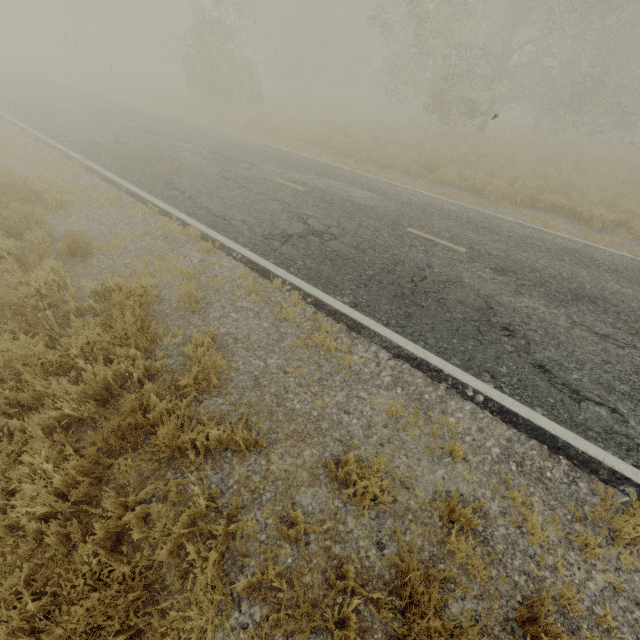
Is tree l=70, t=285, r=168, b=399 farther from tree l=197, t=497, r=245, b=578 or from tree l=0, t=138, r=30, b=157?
tree l=0, t=138, r=30, b=157

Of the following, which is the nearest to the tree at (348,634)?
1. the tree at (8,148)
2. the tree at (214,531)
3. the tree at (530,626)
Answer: the tree at (214,531)

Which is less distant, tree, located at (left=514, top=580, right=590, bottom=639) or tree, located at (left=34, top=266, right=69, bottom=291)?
tree, located at (left=514, top=580, right=590, bottom=639)

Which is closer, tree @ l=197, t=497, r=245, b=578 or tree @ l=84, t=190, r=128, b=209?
tree @ l=197, t=497, r=245, b=578

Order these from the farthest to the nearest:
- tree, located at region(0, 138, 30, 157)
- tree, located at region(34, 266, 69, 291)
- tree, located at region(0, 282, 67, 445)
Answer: tree, located at region(0, 138, 30, 157)
tree, located at region(34, 266, 69, 291)
tree, located at region(0, 282, 67, 445)

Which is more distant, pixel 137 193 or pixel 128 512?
pixel 137 193

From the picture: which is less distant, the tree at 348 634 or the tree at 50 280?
the tree at 348 634

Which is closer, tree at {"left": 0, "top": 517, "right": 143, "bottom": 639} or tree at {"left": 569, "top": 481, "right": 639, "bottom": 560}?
tree at {"left": 0, "top": 517, "right": 143, "bottom": 639}
